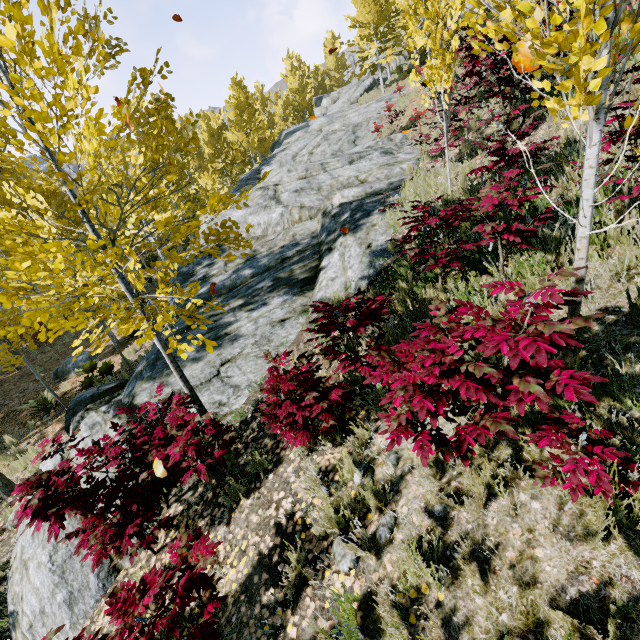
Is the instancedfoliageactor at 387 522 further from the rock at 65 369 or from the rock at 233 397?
the rock at 65 369

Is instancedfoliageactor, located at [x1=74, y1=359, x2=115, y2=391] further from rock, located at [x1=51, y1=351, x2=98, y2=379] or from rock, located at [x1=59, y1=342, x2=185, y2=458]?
rock, located at [x1=51, y1=351, x2=98, y2=379]

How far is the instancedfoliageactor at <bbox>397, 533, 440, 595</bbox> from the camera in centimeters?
207cm

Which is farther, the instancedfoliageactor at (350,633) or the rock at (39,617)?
the rock at (39,617)

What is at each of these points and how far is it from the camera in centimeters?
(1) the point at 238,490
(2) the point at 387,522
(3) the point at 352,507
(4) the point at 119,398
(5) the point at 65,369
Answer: (1) instancedfoliageactor, 379cm
(2) instancedfoliageactor, 259cm
(3) instancedfoliageactor, 279cm
(4) rock, 648cm
(5) rock, 1334cm

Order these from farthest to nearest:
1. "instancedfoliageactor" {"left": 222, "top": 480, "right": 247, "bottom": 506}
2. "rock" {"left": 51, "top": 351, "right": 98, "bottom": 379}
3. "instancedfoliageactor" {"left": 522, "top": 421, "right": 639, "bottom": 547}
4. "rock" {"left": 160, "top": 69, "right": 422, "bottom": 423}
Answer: "rock" {"left": 51, "top": 351, "right": 98, "bottom": 379}
"rock" {"left": 160, "top": 69, "right": 422, "bottom": 423}
"instancedfoliageactor" {"left": 222, "top": 480, "right": 247, "bottom": 506}
"instancedfoliageactor" {"left": 522, "top": 421, "right": 639, "bottom": 547}
